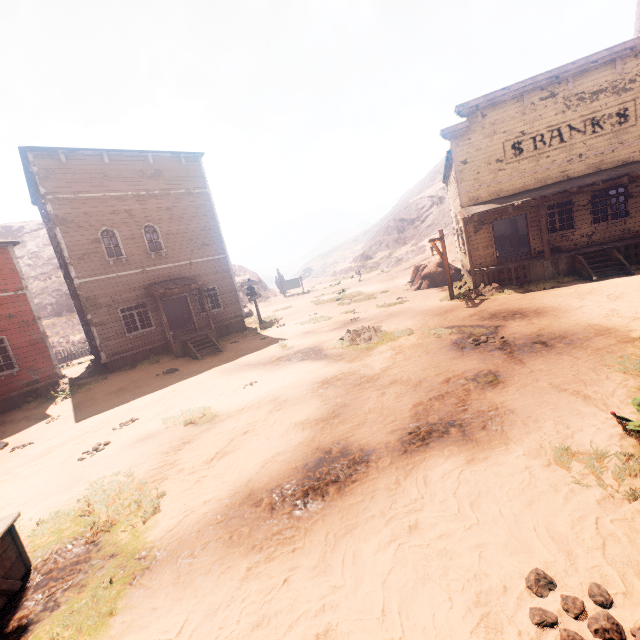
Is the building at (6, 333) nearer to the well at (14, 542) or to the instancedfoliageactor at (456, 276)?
the instancedfoliageactor at (456, 276)

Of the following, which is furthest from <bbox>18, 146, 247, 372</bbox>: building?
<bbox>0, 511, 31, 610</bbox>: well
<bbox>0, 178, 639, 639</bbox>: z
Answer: <bbox>0, 511, 31, 610</bbox>: well

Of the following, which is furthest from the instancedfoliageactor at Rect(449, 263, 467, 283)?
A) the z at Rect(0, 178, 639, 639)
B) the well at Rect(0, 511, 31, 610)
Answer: the well at Rect(0, 511, 31, 610)

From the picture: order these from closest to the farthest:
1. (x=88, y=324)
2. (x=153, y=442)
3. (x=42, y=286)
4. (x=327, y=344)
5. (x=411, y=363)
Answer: (x=153, y=442) → (x=411, y=363) → (x=327, y=344) → (x=88, y=324) → (x=42, y=286)

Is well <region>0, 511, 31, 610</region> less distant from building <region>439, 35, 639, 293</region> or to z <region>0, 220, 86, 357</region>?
z <region>0, 220, 86, 357</region>

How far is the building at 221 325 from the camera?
15.4m

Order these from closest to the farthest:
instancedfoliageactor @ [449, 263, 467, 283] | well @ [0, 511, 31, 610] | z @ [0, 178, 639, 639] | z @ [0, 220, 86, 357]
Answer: z @ [0, 178, 639, 639] → well @ [0, 511, 31, 610] → instancedfoliageactor @ [449, 263, 467, 283] → z @ [0, 220, 86, 357]

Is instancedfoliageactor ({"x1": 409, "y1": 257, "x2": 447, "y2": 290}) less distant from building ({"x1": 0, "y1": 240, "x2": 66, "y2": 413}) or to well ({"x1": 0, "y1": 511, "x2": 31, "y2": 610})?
building ({"x1": 0, "y1": 240, "x2": 66, "y2": 413})
